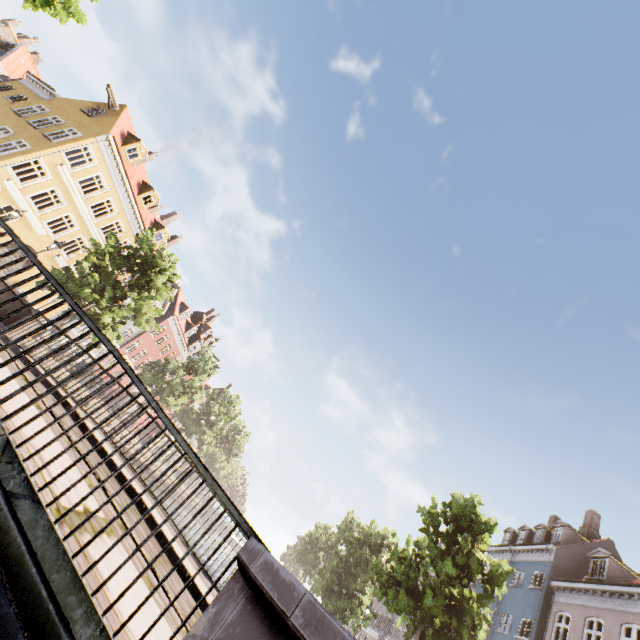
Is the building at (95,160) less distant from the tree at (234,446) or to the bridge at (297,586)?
the tree at (234,446)

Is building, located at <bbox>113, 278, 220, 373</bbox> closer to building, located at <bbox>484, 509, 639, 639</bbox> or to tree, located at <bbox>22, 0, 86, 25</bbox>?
tree, located at <bbox>22, 0, 86, 25</bbox>

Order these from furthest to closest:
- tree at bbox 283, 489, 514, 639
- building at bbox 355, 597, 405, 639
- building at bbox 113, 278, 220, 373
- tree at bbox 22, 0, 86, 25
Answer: building at bbox 113, 278, 220, 373 < building at bbox 355, 597, 405, 639 < tree at bbox 283, 489, 514, 639 < tree at bbox 22, 0, 86, 25

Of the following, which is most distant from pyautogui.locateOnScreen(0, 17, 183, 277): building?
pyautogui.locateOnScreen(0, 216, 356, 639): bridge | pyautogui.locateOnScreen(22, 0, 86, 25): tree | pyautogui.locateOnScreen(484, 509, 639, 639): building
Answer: pyautogui.locateOnScreen(484, 509, 639, 639): building

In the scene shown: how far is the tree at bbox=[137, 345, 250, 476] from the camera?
29.0m

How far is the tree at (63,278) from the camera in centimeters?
1680cm

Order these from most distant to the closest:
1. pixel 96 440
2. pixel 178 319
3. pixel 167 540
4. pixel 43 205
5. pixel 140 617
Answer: pixel 178 319, pixel 43 205, pixel 96 440, pixel 167 540, pixel 140 617

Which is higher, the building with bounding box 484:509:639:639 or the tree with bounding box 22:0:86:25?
the building with bounding box 484:509:639:639
